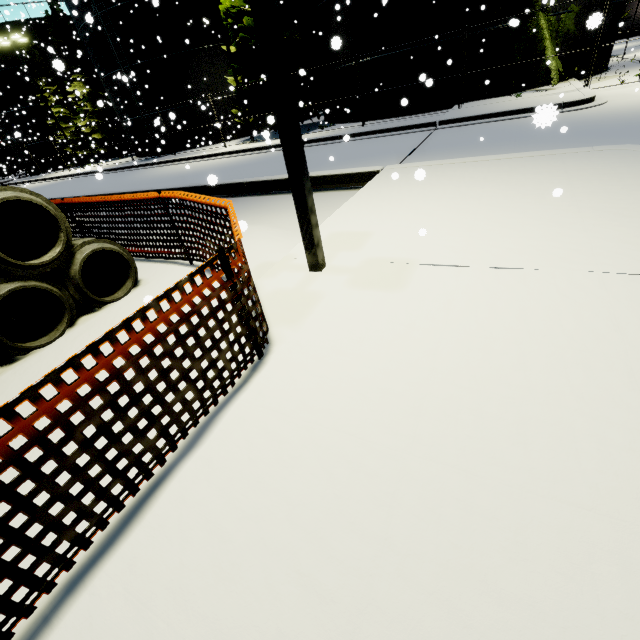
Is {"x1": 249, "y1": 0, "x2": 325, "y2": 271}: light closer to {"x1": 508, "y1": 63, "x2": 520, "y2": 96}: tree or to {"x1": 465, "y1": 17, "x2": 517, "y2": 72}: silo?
{"x1": 465, "y1": 17, "x2": 517, "y2": 72}: silo

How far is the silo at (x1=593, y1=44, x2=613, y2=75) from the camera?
17.0m

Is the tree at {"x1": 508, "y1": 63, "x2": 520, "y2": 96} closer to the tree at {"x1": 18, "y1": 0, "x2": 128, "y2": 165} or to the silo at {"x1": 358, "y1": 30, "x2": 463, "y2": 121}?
the silo at {"x1": 358, "y1": 30, "x2": 463, "y2": 121}

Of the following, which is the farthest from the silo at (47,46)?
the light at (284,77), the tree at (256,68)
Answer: the light at (284,77)

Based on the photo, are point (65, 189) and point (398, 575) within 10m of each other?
no

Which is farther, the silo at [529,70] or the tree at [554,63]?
the silo at [529,70]

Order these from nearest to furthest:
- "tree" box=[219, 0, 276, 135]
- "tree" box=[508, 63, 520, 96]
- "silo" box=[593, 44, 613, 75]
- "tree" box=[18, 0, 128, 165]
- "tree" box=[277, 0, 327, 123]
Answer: "tree" box=[508, 63, 520, 96] < "silo" box=[593, 44, 613, 75] < "tree" box=[219, 0, 276, 135] < "tree" box=[277, 0, 327, 123] < "tree" box=[18, 0, 128, 165]
